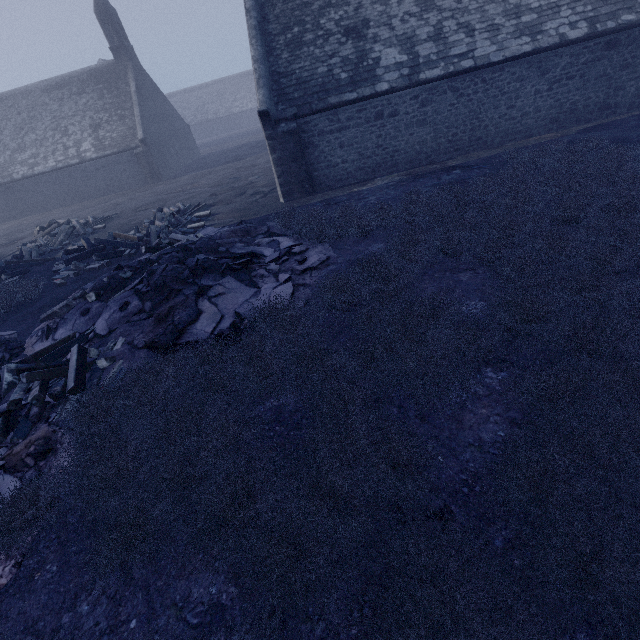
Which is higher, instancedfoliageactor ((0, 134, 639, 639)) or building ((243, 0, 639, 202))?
building ((243, 0, 639, 202))

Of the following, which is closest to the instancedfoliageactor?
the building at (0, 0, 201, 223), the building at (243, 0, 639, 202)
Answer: the building at (243, 0, 639, 202)

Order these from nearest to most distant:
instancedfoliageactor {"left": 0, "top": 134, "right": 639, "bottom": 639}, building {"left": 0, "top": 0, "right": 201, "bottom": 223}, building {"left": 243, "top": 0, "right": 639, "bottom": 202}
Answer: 1. instancedfoliageactor {"left": 0, "top": 134, "right": 639, "bottom": 639}
2. building {"left": 243, "top": 0, "right": 639, "bottom": 202}
3. building {"left": 0, "top": 0, "right": 201, "bottom": 223}

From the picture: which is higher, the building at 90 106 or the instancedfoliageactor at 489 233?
the building at 90 106

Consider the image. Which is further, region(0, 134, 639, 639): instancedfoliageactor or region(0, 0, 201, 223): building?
region(0, 0, 201, 223): building

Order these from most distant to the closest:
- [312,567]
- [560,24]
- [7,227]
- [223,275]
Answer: [7,227]
[560,24]
[223,275]
[312,567]

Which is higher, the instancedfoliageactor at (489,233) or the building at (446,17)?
the building at (446,17)

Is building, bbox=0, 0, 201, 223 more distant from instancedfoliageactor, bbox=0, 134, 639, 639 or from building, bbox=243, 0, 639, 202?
instancedfoliageactor, bbox=0, 134, 639, 639
